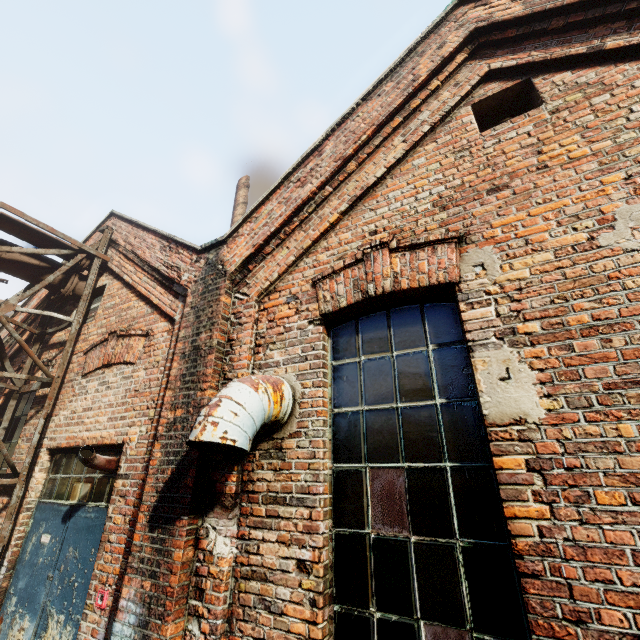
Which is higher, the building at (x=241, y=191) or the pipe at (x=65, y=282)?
the building at (x=241, y=191)

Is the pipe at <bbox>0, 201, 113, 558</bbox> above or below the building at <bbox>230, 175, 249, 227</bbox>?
below

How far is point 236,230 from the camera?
4.0 meters

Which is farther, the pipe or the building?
the building

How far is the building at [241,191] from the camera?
8.61m

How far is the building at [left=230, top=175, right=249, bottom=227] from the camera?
8.6m
